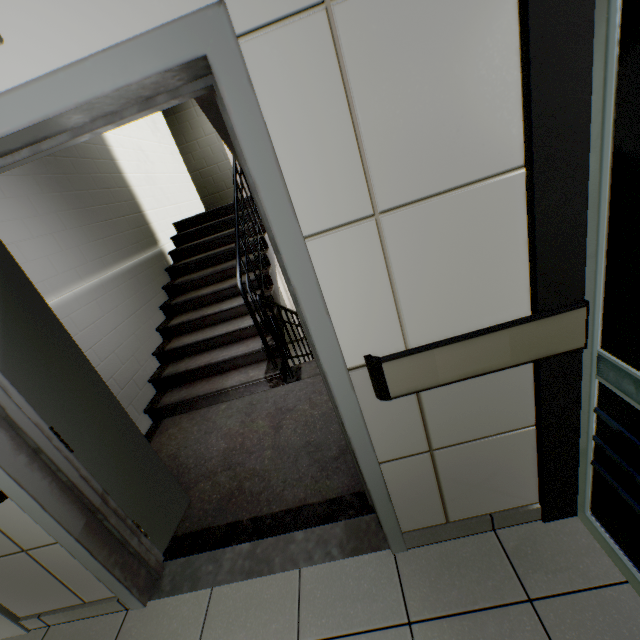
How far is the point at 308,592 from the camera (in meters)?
1.57

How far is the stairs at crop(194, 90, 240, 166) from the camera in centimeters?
304cm

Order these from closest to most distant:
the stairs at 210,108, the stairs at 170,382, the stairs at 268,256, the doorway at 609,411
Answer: the doorway at 609,411, the stairs at 170,382, the stairs at 210,108, the stairs at 268,256

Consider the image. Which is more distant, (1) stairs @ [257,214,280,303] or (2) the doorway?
(1) stairs @ [257,214,280,303]

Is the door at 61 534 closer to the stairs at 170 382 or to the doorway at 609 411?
the stairs at 170 382

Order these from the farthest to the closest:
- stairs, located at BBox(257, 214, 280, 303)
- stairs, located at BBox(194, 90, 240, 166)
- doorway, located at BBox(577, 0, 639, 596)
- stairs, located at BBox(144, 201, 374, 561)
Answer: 1. stairs, located at BBox(257, 214, 280, 303)
2. stairs, located at BBox(194, 90, 240, 166)
3. stairs, located at BBox(144, 201, 374, 561)
4. doorway, located at BBox(577, 0, 639, 596)

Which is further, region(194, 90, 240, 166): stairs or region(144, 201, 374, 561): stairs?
region(194, 90, 240, 166): stairs
